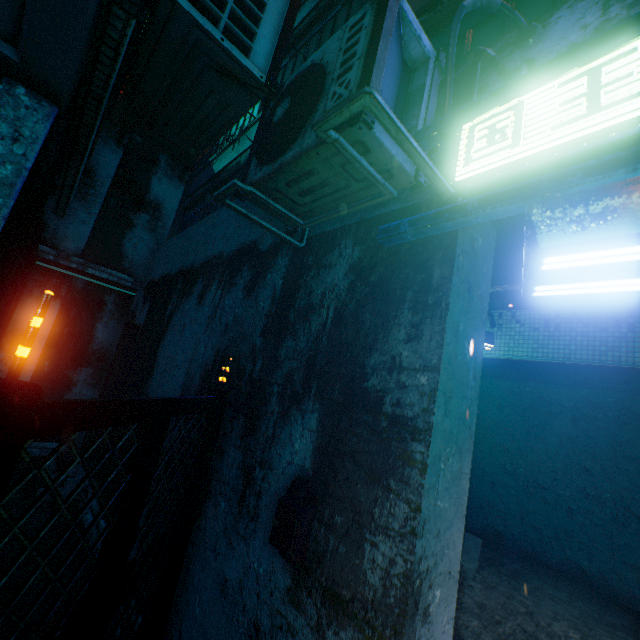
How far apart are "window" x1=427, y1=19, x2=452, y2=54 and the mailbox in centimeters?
335cm

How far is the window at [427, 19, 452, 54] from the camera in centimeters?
362cm

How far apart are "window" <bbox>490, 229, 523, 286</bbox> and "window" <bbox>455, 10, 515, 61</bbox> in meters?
3.4

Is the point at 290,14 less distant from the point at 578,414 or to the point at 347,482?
the point at 347,482

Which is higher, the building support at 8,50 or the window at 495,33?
the window at 495,33

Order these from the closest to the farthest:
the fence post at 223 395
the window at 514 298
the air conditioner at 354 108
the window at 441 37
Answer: the air conditioner at 354 108, the fence post at 223 395, the window at 441 37, the window at 514 298

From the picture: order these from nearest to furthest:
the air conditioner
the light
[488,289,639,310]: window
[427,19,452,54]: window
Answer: the light
the air conditioner
[427,19,452,54]: window
[488,289,639,310]: window

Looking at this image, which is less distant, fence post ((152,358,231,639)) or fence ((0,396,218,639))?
fence ((0,396,218,639))
